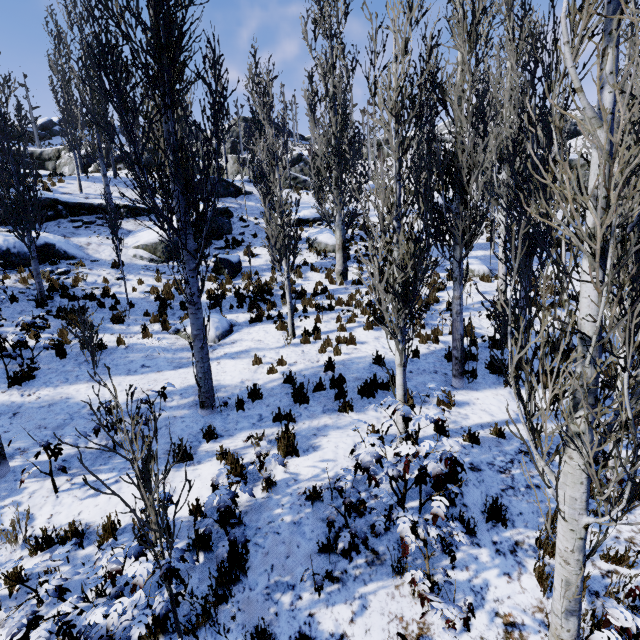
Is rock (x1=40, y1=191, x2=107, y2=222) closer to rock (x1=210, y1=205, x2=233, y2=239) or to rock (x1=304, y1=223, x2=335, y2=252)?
rock (x1=210, y1=205, x2=233, y2=239)

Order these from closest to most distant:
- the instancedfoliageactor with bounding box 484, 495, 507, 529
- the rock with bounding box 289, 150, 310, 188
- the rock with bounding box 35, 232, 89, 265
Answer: the instancedfoliageactor with bounding box 484, 495, 507, 529 < the rock with bounding box 35, 232, 89, 265 < the rock with bounding box 289, 150, 310, 188

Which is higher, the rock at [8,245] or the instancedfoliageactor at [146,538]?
the rock at [8,245]

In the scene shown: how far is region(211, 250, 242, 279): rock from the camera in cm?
1454

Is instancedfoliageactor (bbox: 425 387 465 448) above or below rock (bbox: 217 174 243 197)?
below

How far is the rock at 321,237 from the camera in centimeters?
1781cm

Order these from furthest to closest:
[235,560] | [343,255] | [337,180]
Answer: [343,255] → [337,180] → [235,560]

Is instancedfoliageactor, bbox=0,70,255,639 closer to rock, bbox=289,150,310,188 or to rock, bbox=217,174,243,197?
rock, bbox=217,174,243,197
